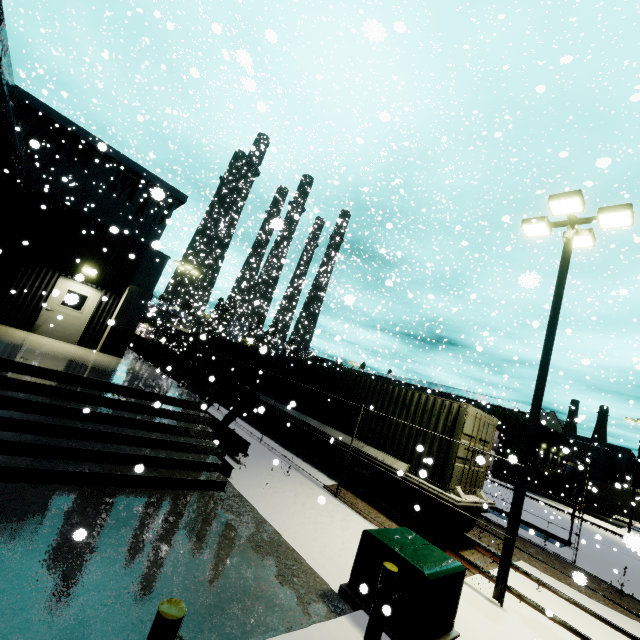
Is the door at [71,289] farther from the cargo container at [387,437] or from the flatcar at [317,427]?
the flatcar at [317,427]

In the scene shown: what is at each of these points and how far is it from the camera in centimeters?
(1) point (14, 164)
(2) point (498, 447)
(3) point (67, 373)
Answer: (1) pipe, 1617cm
(2) building, 3659cm
(3) building, 779cm

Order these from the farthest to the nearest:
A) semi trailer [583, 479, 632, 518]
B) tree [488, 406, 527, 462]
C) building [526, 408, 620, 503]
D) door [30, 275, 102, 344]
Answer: tree [488, 406, 527, 462], semi trailer [583, 479, 632, 518], building [526, 408, 620, 503], door [30, 275, 102, 344]

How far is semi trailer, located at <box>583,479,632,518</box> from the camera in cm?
3359

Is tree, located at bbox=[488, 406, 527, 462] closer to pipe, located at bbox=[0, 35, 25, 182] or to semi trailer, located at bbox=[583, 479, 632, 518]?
semi trailer, located at bbox=[583, 479, 632, 518]

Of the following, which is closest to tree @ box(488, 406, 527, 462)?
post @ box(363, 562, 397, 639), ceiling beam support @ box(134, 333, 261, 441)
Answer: post @ box(363, 562, 397, 639)

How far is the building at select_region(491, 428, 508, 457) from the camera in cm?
3606

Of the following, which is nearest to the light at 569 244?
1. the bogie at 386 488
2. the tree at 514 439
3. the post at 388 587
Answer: the bogie at 386 488
